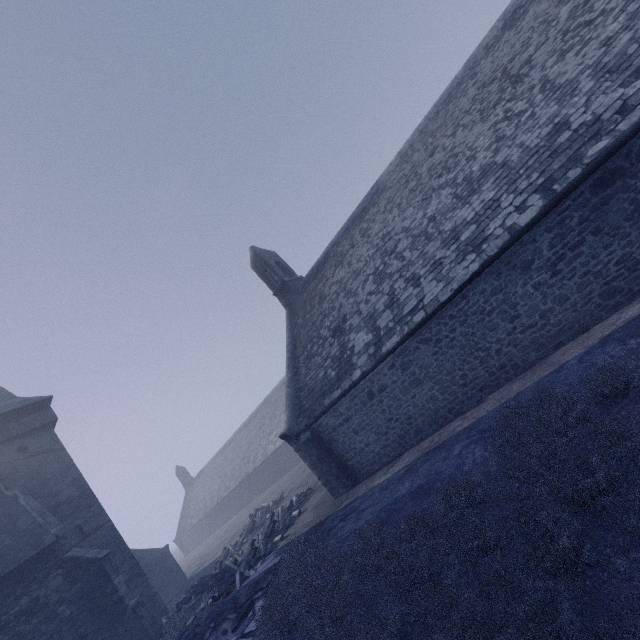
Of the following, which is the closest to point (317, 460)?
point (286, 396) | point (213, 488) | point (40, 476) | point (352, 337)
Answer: point (286, 396)

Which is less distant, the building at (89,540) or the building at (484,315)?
the building at (484,315)

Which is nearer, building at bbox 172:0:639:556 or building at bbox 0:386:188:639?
building at bbox 172:0:639:556
